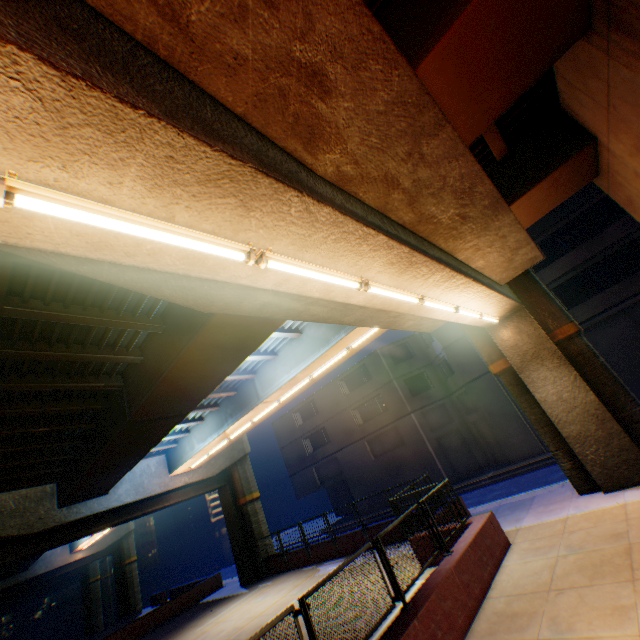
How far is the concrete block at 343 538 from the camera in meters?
15.9

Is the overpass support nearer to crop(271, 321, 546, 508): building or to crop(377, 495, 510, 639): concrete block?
crop(377, 495, 510, 639): concrete block

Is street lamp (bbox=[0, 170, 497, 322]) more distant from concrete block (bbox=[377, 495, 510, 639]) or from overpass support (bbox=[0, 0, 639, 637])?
concrete block (bbox=[377, 495, 510, 639])

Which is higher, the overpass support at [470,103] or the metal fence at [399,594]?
the overpass support at [470,103]

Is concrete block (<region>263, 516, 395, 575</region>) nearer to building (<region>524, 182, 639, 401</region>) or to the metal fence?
the metal fence

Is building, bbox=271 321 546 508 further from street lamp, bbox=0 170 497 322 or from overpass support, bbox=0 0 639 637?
street lamp, bbox=0 170 497 322

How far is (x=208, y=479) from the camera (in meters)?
22.52

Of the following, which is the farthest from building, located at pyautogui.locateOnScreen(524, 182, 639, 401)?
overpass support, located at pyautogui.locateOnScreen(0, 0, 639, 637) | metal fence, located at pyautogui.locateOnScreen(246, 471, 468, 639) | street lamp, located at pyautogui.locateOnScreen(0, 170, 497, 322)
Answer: street lamp, located at pyautogui.locateOnScreen(0, 170, 497, 322)
